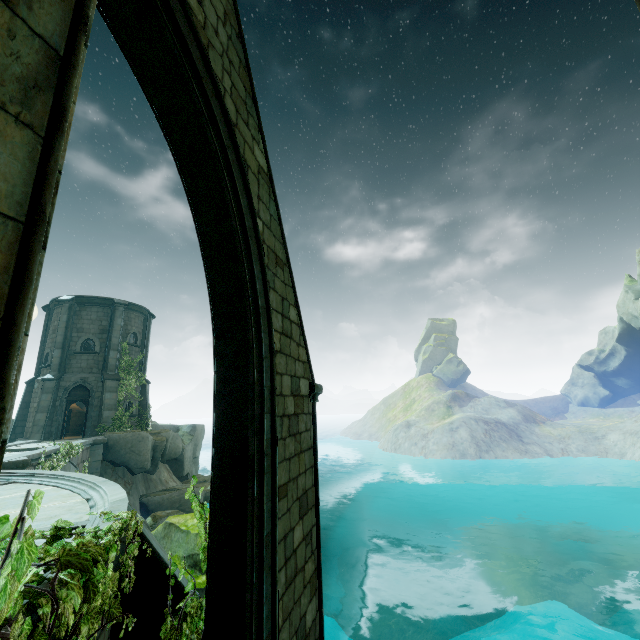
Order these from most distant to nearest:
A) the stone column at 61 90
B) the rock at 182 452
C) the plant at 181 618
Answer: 1. the rock at 182 452
2. the plant at 181 618
3. the stone column at 61 90

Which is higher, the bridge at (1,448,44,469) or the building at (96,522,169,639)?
the bridge at (1,448,44,469)

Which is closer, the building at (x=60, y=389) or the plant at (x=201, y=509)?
the plant at (x=201, y=509)

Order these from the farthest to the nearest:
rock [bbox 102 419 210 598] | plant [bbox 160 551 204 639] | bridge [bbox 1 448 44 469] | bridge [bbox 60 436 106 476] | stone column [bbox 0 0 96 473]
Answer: bridge [bbox 60 436 106 476]
bridge [bbox 1 448 44 469]
rock [bbox 102 419 210 598]
plant [bbox 160 551 204 639]
stone column [bbox 0 0 96 473]

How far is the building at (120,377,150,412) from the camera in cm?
2352

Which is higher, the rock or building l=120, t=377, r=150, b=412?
building l=120, t=377, r=150, b=412

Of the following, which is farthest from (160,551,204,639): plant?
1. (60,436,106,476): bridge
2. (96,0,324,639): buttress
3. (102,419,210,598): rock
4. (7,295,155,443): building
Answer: (7,295,155,443): building

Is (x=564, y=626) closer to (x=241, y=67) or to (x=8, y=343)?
(x=8, y=343)
